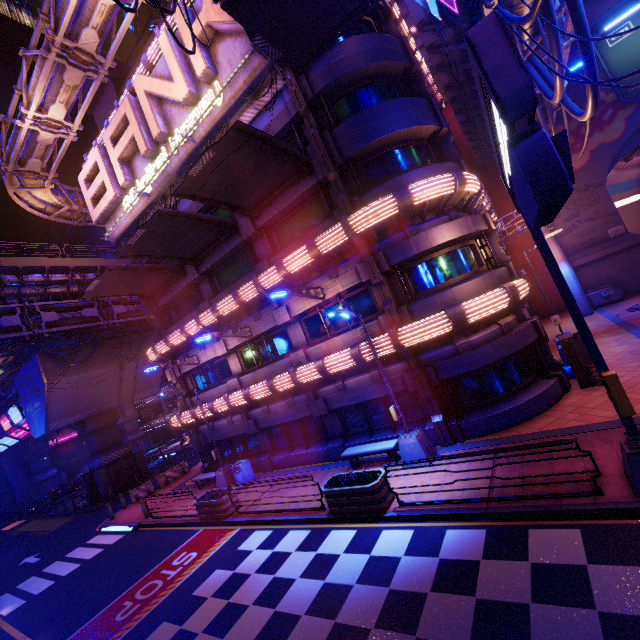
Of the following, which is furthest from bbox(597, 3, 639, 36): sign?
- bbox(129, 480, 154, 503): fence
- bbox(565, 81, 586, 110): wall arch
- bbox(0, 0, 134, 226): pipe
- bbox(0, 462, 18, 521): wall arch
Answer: bbox(0, 462, 18, 521): wall arch

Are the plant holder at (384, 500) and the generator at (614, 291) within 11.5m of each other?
no

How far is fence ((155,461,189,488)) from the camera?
24.2m

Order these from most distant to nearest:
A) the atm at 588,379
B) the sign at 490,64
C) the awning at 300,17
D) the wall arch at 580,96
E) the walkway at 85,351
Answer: the walkway at 85,351 → the wall arch at 580,96 → the atm at 588,379 → the awning at 300,17 → the sign at 490,64

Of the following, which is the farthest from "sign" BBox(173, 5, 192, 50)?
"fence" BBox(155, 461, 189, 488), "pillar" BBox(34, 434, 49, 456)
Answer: "pillar" BBox(34, 434, 49, 456)

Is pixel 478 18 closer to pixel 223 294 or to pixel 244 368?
pixel 223 294

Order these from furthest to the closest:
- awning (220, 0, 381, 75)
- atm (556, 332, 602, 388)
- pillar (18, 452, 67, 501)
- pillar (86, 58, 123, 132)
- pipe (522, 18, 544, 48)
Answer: pillar (18, 452, 67, 501), pillar (86, 58, 123, 132), atm (556, 332, 602, 388), awning (220, 0, 381, 75), pipe (522, 18, 544, 48)

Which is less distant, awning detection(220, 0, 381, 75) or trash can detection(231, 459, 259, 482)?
awning detection(220, 0, 381, 75)
